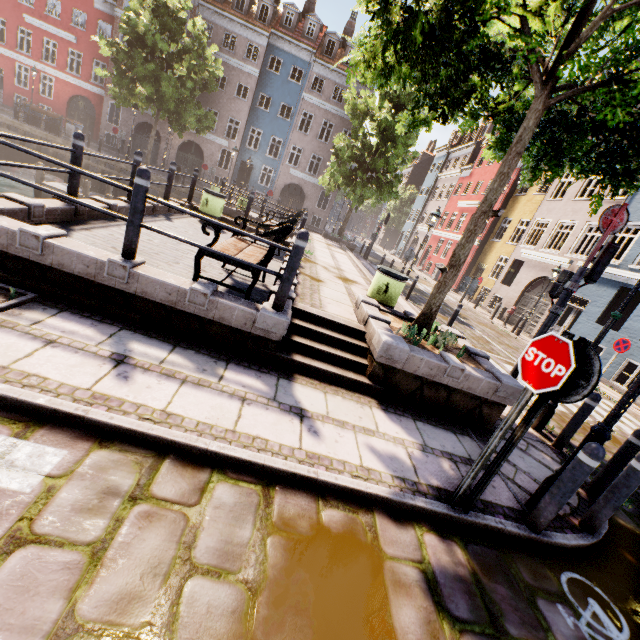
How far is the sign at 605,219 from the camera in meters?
5.8

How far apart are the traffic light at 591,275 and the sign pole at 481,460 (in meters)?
4.64

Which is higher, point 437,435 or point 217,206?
point 217,206

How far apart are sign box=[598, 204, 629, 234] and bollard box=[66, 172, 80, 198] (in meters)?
9.13

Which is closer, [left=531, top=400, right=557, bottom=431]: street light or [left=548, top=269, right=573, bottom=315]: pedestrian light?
[left=531, top=400, right=557, bottom=431]: street light

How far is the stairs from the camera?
4.6 meters

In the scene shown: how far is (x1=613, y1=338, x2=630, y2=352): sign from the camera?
11.1m

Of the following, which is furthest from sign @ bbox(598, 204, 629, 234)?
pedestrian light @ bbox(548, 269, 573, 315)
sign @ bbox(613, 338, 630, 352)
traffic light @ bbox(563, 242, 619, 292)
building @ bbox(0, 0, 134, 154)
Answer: building @ bbox(0, 0, 134, 154)
